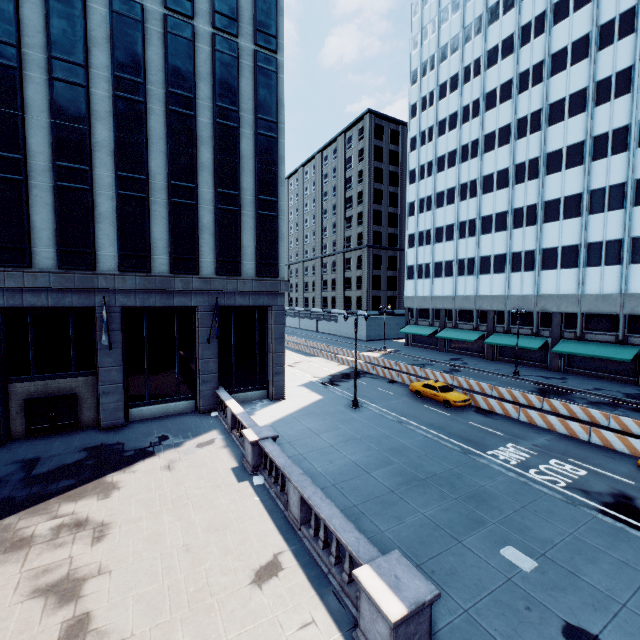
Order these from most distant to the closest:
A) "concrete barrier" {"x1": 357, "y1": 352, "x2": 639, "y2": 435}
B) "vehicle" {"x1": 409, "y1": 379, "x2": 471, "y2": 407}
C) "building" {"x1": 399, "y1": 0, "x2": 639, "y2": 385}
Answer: "building" {"x1": 399, "y1": 0, "x2": 639, "y2": 385} → "vehicle" {"x1": 409, "y1": 379, "x2": 471, "y2": 407} → "concrete barrier" {"x1": 357, "y1": 352, "x2": 639, "y2": 435}

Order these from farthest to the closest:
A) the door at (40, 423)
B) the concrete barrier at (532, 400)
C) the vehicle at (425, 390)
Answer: the vehicle at (425, 390) < the concrete barrier at (532, 400) < the door at (40, 423)

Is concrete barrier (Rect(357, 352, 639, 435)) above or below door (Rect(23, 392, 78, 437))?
below

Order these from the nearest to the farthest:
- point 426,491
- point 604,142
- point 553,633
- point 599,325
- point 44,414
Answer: point 553,633 < point 426,491 < point 44,414 < point 604,142 < point 599,325

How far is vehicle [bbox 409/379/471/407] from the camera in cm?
2466

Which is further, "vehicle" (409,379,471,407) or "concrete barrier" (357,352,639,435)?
"vehicle" (409,379,471,407)

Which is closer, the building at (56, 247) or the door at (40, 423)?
the building at (56, 247)

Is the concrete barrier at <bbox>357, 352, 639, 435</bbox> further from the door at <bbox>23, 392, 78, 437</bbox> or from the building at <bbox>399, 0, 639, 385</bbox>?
the door at <bbox>23, 392, 78, 437</bbox>
